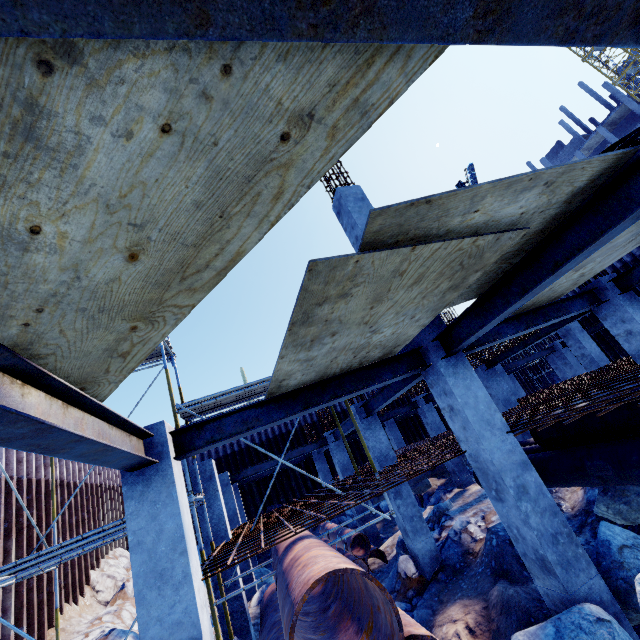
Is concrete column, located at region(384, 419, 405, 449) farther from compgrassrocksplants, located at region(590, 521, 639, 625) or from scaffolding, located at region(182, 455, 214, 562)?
compgrassrocksplants, located at region(590, 521, 639, 625)

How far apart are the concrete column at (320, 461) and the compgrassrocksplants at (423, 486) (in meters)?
3.40

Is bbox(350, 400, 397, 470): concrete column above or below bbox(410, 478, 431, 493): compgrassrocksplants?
above

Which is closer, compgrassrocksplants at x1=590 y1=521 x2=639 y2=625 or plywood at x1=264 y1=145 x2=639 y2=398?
plywood at x1=264 y1=145 x2=639 y2=398

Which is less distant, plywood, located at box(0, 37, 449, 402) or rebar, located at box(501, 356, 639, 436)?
plywood, located at box(0, 37, 449, 402)

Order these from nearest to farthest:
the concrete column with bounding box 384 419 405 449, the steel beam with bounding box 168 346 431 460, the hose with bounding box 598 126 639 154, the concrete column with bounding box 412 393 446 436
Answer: the hose with bounding box 598 126 639 154 → the steel beam with bounding box 168 346 431 460 → the concrete column with bounding box 412 393 446 436 → the concrete column with bounding box 384 419 405 449

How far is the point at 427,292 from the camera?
3.6m

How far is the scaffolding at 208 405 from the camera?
7.65m
